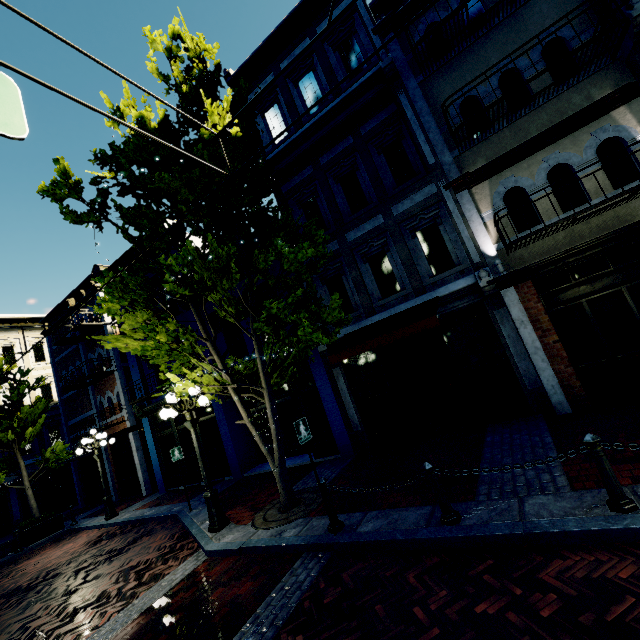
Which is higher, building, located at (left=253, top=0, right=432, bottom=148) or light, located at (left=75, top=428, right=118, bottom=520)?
building, located at (left=253, top=0, right=432, bottom=148)

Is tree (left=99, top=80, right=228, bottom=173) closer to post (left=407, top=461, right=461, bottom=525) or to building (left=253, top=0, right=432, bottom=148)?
building (left=253, top=0, right=432, bottom=148)

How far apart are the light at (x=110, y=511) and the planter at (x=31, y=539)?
3.0 meters

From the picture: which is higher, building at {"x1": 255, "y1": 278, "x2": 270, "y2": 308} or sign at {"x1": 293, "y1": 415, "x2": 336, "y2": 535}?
building at {"x1": 255, "y1": 278, "x2": 270, "y2": 308}

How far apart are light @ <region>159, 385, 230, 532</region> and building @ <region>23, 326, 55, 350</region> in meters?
19.4

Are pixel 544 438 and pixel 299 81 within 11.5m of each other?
no

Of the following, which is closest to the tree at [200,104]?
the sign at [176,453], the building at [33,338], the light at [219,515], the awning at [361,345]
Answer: the light at [219,515]

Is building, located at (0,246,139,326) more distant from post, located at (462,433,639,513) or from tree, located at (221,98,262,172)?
post, located at (462,433,639,513)
